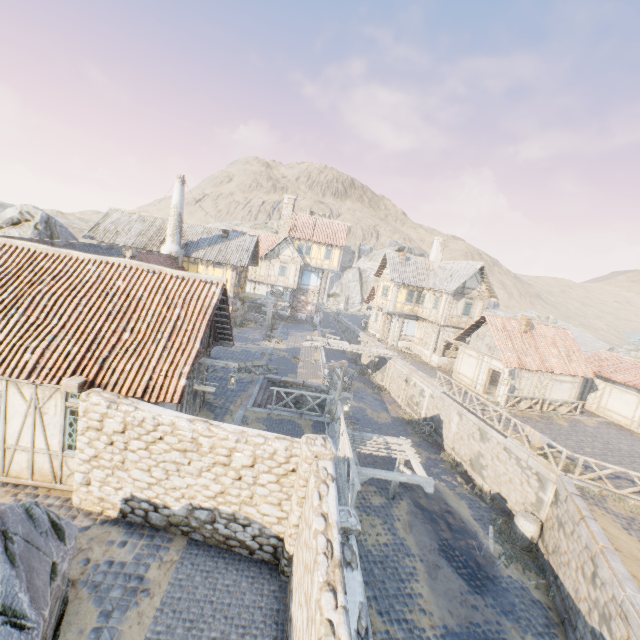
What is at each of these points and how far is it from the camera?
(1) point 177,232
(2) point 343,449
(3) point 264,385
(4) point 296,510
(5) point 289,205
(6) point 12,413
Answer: (1) chimney, 26.25m
(2) wooden fence, 11.73m
(3) stairs, 18.39m
(4) stone column, 6.93m
(5) chimney, 39.25m
(6) building, 8.14m

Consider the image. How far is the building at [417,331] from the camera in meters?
29.1 m

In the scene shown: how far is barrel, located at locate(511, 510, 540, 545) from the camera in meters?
13.9

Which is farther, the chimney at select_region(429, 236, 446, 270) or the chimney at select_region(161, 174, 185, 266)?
the chimney at select_region(429, 236, 446, 270)

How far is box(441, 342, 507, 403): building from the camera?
22.36m

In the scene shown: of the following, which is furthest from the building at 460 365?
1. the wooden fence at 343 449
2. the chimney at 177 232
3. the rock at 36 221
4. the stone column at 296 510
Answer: the chimney at 177 232

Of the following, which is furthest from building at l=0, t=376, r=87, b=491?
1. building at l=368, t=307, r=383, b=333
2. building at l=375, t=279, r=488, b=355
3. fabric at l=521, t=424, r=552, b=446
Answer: building at l=368, t=307, r=383, b=333

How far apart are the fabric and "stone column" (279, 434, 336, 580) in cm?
1276
